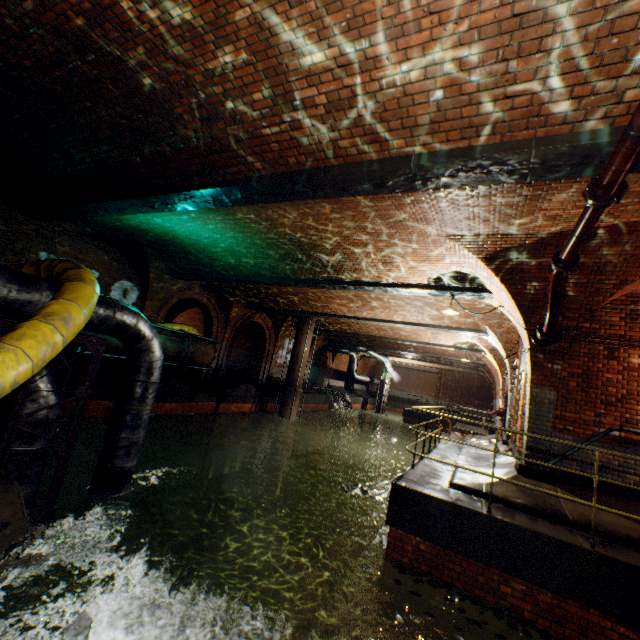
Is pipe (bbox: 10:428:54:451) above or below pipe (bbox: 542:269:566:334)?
below

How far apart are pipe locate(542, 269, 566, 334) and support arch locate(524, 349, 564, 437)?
0.37m

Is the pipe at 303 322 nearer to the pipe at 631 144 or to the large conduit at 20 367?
the large conduit at 20 367

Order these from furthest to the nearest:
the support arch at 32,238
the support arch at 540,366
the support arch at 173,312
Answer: the support arch at 173,312 < the support arch at 32,238 < the support arch at 540,366

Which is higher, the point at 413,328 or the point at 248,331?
the point at 413,328

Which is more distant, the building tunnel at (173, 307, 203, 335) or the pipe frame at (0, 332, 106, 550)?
the building tunnel at (173, 307, 203, 335)

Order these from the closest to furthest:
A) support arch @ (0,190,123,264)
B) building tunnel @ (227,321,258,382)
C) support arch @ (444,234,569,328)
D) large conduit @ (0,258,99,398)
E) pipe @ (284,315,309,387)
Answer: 1. large conduit @ (0,258,99,398)
2. support arch @ (444,234,569,328)
3. support arch @ (0,190,123,264)
4. pipe @ (284,315,309,387)
5. building tunnel @ (227,321,258,382)

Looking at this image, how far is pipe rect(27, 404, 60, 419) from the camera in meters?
3.6
